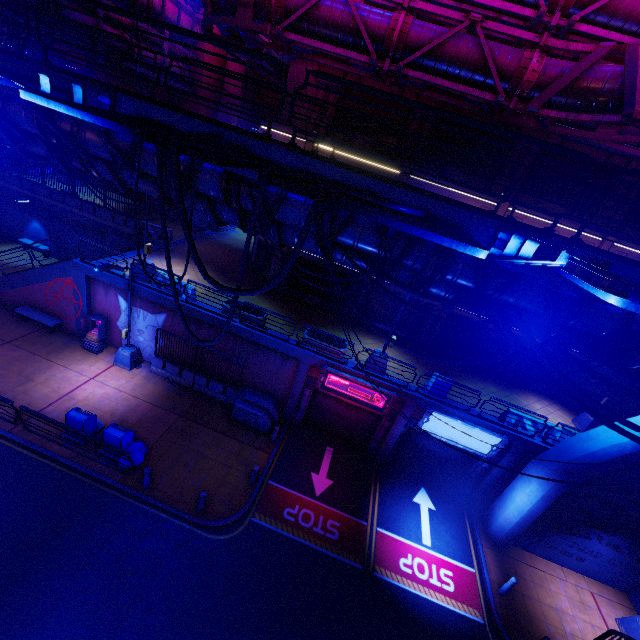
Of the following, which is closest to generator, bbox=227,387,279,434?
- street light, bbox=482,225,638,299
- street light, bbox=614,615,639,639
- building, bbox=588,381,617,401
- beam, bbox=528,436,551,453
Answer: beam, bbox=528,436,551,453

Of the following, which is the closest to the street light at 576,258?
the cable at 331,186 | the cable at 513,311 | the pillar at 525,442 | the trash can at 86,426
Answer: the cable at 331,186

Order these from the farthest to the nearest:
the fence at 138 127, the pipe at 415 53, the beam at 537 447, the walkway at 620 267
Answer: the beam at 537 447 → the pipe at 415 53 → the walkway at 620 267 → the fence at 138 127

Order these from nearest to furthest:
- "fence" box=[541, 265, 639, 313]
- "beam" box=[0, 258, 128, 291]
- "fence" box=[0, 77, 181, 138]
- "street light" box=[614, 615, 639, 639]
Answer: "fence" box=[541, 265, 639, 313] < "fence" box=[0, 77, 181, 138] < "street light" box=[614, 615, 639, 639] < "beam" box=[0, 258, 128, 291]

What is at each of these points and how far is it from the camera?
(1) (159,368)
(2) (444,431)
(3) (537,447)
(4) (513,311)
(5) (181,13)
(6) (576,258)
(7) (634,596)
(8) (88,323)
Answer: (1) fence, 17.5m
(2) sign, 15.0m
(3) beam, 14.4m
(4) cable, 7.5m
(5) walkway, 21.2m
(6) street light, 3.1m
(7) wall arch, 14.0m
(8) atm, 17.4m

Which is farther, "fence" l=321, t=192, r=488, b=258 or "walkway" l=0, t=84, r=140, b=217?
"walkway" l=0, t=84, r=140, b=217

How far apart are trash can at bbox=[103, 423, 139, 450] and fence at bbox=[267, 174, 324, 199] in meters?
12.3

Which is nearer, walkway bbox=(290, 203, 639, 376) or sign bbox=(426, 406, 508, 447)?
walkway bbox=(290, 203, 639, 376)
